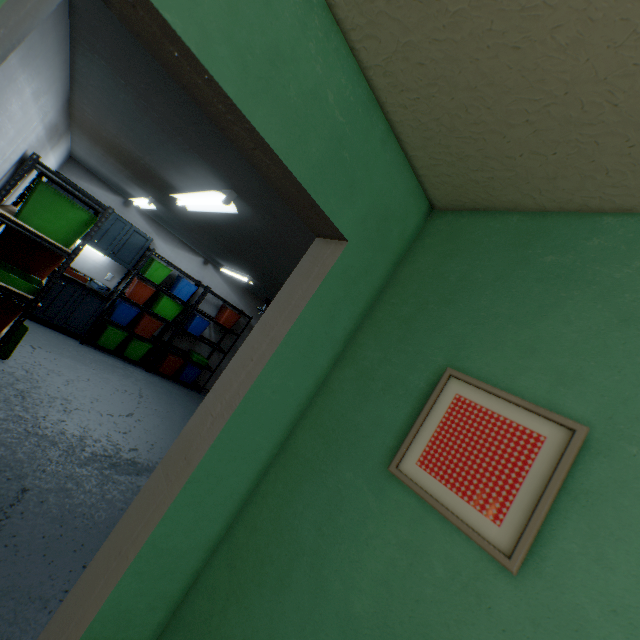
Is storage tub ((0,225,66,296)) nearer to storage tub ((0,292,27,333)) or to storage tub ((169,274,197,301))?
storage tub ((0,292,27,333))

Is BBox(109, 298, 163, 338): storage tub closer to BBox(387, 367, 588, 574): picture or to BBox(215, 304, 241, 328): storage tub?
BBox(215, 304, 241, 328): storage tub

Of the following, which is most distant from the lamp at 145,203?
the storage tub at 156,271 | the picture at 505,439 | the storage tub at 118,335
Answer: the picture at 505,439

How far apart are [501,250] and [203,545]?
1.47m

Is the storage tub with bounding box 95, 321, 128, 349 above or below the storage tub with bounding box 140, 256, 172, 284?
below

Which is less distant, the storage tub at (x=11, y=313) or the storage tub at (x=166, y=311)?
the storage tub at (x=11, y=313)

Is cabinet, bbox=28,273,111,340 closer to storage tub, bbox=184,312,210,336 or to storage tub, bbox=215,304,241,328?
storage tub, bbox=184,312,210,336

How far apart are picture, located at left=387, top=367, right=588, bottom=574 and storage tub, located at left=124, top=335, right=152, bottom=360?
6.2 meters
